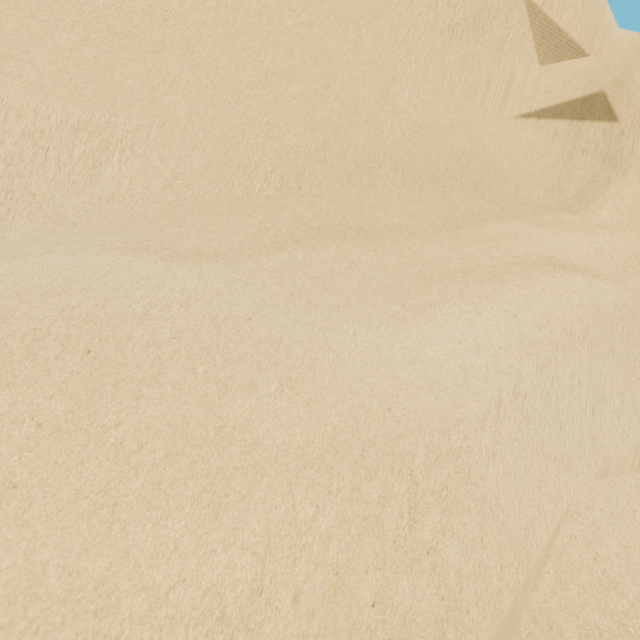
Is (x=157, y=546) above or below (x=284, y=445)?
below
